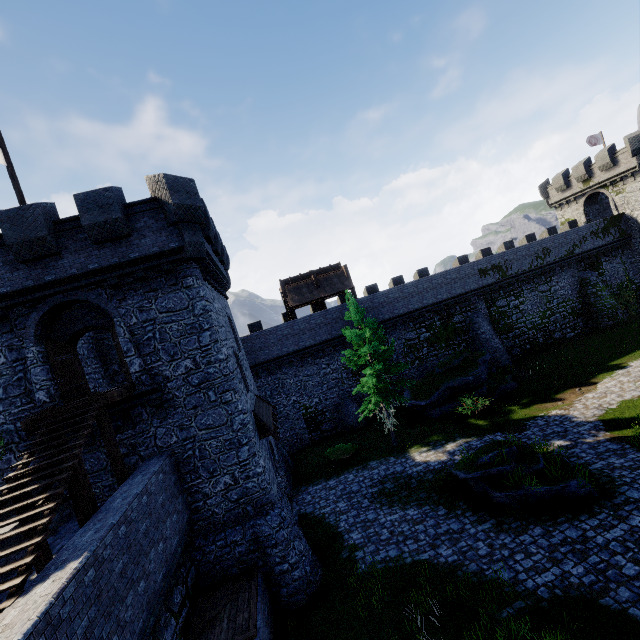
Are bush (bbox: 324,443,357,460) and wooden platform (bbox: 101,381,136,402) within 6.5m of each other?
no

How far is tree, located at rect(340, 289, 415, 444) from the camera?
19.72m

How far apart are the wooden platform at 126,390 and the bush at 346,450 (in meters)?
13.54

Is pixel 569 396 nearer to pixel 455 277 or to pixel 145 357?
pixel 455 277

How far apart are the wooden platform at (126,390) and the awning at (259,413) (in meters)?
5.23

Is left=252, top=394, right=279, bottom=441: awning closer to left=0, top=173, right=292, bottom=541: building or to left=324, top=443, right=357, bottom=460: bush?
left=0, top=173, right=292, bottom=541: building

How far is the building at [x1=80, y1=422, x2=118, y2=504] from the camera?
12.1 meters

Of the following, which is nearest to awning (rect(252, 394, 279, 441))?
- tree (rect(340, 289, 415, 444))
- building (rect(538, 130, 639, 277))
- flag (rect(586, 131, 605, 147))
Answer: tree (rect(340, 289, 415, 444))
